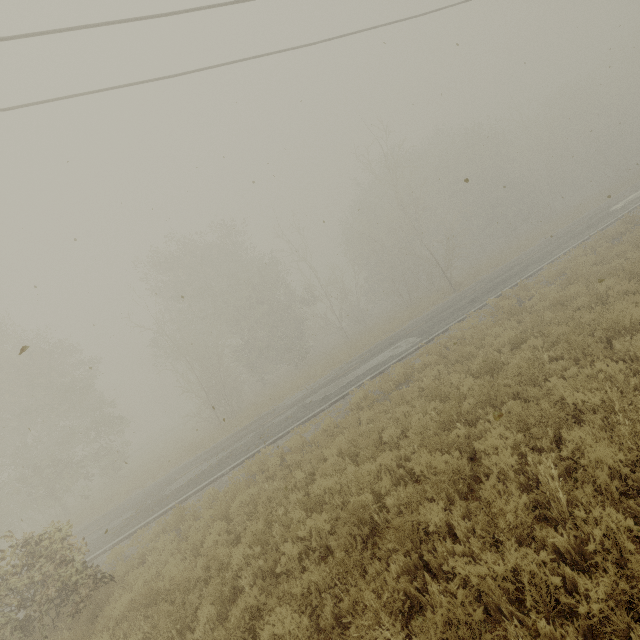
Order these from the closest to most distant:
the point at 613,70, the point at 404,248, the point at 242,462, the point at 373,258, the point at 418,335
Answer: the point at 242,462, the point at 418,335, the point at 404,248, the point at 373,258, the point at 613,70

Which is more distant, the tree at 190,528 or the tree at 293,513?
the tree at 190,528

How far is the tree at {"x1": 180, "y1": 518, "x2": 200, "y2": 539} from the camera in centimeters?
841cm

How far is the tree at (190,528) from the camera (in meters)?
8.41

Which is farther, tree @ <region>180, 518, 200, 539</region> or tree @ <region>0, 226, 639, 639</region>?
tree @ <region>180, 518, 200, 539</region>
